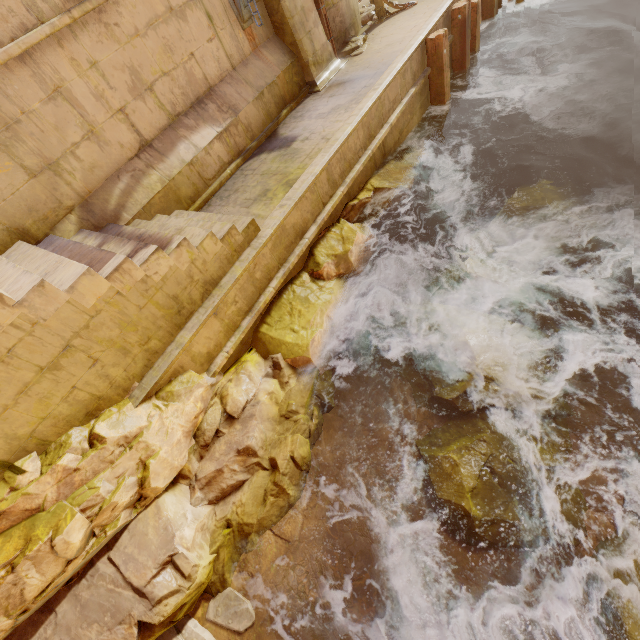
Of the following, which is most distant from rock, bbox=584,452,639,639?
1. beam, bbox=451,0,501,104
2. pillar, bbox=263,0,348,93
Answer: beam, bbox=451,0,501,104

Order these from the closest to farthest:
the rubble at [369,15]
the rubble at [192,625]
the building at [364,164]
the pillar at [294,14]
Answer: the rubble at [192,625], the building at [364,164], the pillar at [294,14], the rubble at [369,15]

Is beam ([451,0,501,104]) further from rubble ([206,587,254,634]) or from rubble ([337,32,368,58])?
rubble ([206,587,254,634])

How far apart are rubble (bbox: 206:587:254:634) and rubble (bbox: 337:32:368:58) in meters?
11.4

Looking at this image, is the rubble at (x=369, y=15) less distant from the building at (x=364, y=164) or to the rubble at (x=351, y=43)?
the building at (x=364, y=164)

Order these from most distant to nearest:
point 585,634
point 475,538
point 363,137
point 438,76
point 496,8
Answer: point 496,8, point 438,76, point 363,137, point 475,538, point 585,634

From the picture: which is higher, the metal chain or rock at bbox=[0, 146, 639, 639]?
the metal chain

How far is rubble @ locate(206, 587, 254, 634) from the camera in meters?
3.6 m
